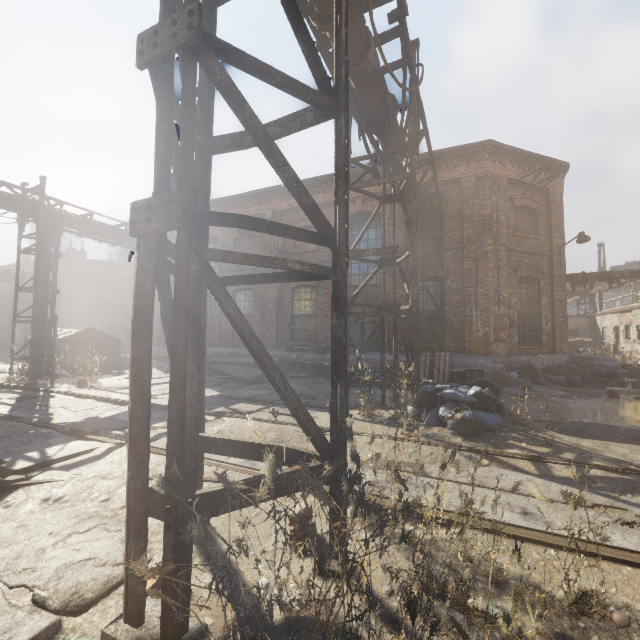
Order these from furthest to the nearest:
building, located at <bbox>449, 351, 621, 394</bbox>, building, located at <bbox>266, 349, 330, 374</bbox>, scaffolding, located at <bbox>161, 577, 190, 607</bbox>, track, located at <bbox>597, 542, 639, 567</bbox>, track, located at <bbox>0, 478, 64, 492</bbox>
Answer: building, located at <bbox>266, 349, 330, 374</bbox>, building, located at <bbox>449, 351, 621, 394</bbox>, track, located at <bbox>0, 478, 64, 492</bbox>, track, located at <bbox>597, 542, 639, 567</bbox>, scaffolding, located at <bbox>161, 577, 190, 607</bbox>

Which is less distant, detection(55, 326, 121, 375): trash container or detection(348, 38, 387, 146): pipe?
detection(348, 38, 387, 146): pipe

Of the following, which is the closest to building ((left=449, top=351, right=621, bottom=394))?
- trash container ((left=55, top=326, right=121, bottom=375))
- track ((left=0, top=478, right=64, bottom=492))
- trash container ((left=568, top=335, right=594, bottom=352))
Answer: trash container ((left=55, top=326, right=121, bottom=375))

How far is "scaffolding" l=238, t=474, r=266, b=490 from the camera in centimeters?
179cm

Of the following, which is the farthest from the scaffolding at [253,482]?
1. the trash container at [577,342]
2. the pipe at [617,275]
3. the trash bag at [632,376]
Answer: the trash container at [577,342]

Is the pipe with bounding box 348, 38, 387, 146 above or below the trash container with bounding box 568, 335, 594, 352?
above

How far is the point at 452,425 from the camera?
4.8 meters

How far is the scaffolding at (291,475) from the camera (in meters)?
1.91
